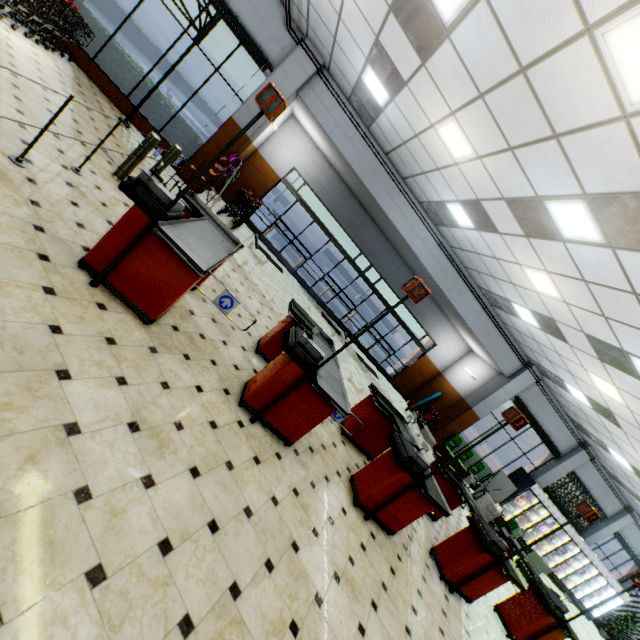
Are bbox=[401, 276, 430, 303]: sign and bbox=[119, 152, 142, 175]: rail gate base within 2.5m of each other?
no

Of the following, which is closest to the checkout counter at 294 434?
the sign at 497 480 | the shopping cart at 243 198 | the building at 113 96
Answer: the building at 113 96

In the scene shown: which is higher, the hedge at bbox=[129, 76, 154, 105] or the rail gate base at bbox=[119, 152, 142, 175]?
the hedge at bbox=[129, 76, 154, 105]

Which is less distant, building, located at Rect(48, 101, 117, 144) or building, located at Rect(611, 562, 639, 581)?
building, located at Rect(48, 101, 117, 144)

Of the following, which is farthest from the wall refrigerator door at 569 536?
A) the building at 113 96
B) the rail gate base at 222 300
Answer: the rail gate base at 222 300

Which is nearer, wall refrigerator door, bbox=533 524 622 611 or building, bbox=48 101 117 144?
building, bbox=48 101 117 144

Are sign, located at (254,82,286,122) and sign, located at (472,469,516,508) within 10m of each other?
no

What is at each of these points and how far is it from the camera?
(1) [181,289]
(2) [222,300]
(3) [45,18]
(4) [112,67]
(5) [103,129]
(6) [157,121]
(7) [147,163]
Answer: (1) checkout counter, 3.3 meters
(2) rail gate base, 4.0 meters
(3) shopping cart, 6.6 meters
(4) hedge, 8.6 meters
(5) building, 6.7 meters
(6) hedge, 9.1 meters
(7) building, 7.6 meters
